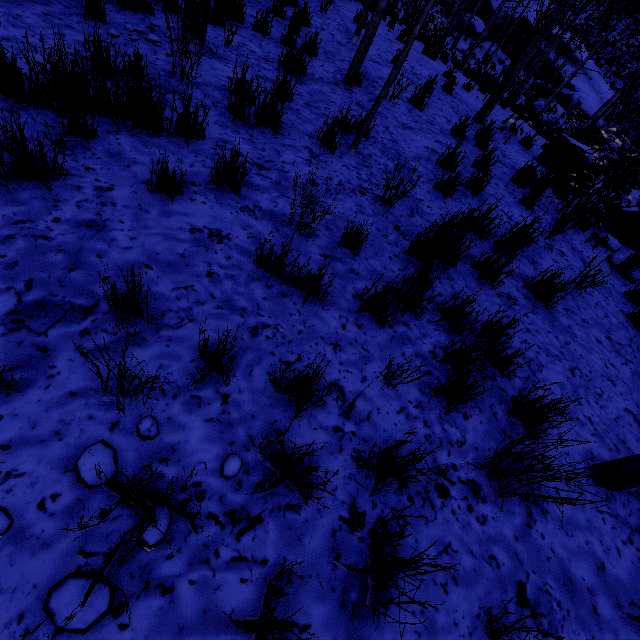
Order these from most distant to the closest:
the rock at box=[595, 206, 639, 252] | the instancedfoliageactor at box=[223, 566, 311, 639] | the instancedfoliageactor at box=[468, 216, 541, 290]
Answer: the rock at box=[595, 206, 639, 252]
the instancedfoliageactor at box=[468, 216, 541, 290]
the instancedfoliageactor at box=[223, 566, 311, 639]

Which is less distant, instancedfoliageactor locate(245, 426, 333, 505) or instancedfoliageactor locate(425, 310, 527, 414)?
instancedfoliageactor locate(245, 426, 333, 505)

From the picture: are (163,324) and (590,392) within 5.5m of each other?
yes

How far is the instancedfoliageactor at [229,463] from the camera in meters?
Result: 1.5 m

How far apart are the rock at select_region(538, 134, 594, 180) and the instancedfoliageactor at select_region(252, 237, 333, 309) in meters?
8.0 m

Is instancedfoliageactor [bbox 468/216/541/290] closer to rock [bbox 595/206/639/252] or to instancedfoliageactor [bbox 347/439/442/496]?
rock [bbox 595/206/639/252]

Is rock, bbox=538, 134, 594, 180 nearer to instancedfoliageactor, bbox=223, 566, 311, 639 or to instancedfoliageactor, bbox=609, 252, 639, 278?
instancedfoliageactor, bbox=609, 252, 639, 278

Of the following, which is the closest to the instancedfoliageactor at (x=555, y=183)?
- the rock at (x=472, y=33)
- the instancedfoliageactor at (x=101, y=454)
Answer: the rock at (x=472, y=33)
